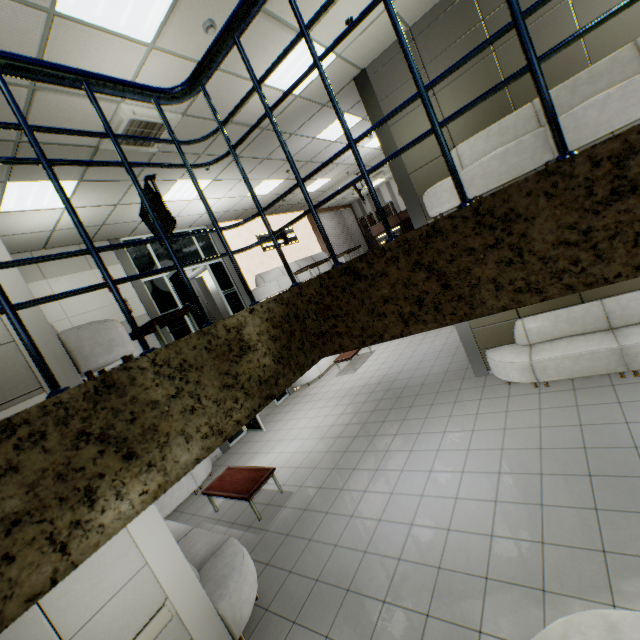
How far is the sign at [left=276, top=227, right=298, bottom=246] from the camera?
13.8 meters

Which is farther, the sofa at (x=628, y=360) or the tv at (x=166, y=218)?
the tv at (x=166, y=218)

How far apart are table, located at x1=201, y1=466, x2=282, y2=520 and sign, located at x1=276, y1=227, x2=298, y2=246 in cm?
834

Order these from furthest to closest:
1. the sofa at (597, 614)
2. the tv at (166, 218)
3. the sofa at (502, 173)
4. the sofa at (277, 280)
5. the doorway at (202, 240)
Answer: the sofa at (277, 280) < the doorway at (202, 240) < the tv at (166, 218) < the sofa at (502, 173) < the sofa at (597, 614)

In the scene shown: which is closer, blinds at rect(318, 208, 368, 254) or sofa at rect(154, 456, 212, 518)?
sofa at rect(154, 456, 212, 518)

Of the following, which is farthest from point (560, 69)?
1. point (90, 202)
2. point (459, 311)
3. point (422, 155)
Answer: point (90, 202)

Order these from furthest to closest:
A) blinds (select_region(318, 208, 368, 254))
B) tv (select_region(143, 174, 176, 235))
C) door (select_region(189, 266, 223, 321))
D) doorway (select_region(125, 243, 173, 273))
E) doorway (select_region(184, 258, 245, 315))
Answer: blinds (select_region(318, 208, 368, 254)), door (select_region(189, 266, 223, 321)), doorway (select_region(184, 258, 245, 315)), doorway (select_region(125, 243, 173, 273)), tv (select_region(143, 174, 176, 235))

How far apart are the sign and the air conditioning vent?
7.1m
